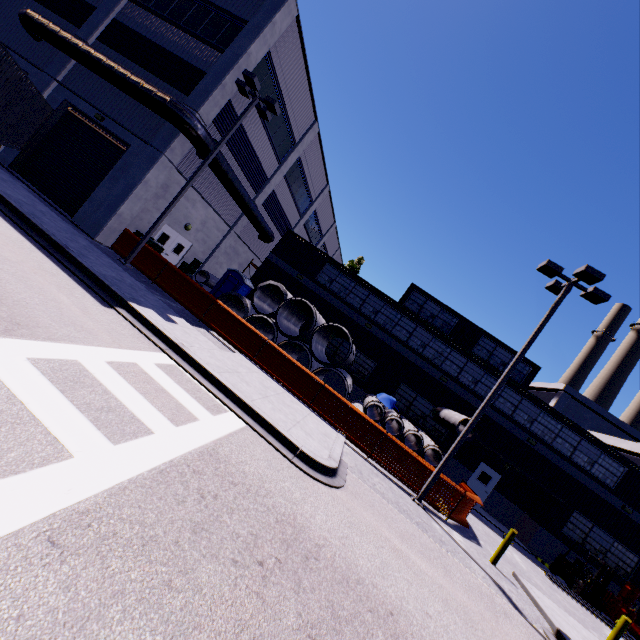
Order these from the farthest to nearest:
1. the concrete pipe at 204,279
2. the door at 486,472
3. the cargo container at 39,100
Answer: the door at 486,472
the concrete pipe at 204,279
the cargo container at 39,100

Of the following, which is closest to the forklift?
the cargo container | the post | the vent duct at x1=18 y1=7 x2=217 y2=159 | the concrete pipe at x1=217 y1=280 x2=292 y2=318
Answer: the post

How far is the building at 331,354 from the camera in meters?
22.0

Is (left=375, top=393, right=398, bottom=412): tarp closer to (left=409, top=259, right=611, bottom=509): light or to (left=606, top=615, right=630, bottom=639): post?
(left=409, top=259, right=611, bottom=509): light

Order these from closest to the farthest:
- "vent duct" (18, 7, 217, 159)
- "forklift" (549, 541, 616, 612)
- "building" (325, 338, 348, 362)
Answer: "vent duct" (18, 7, 217, 159) → "forklift" (549, 541, 616, 612) → "building" (325, 338, 348, 362)

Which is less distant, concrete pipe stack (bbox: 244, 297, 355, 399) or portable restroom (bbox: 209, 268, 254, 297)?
concrete pipe stack (bbox: 244, 297, 355, 399)

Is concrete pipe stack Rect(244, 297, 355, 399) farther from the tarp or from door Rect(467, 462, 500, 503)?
door Rect(467, 462, 500, 503)

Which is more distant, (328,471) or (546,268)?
(546,268)
